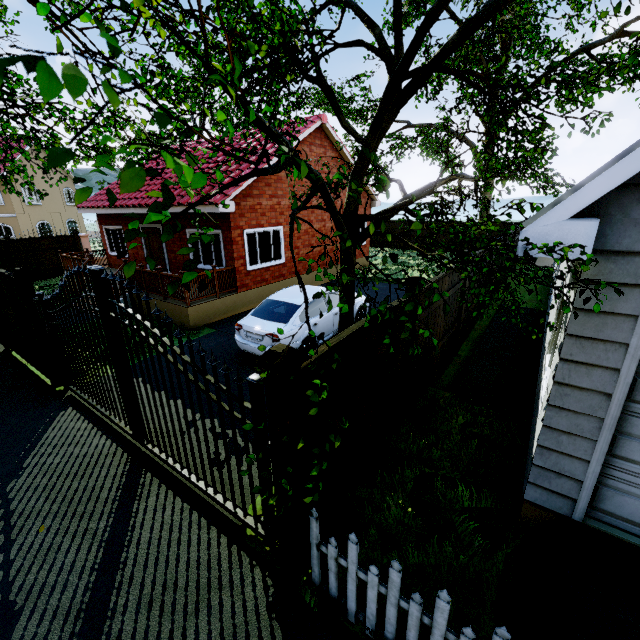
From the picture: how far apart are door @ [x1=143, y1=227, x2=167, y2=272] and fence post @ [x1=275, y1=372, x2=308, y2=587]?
12.5 meters

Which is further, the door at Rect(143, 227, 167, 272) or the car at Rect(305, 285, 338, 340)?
the door at Rect(143, 227, 167, 272)

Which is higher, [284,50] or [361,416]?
[284,50]

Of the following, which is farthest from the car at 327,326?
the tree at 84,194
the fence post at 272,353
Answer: the fence post at 272,353

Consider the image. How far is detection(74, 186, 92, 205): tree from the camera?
0.95m

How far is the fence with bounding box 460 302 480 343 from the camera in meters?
8.5

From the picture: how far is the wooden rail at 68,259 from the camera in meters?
13.7 m
